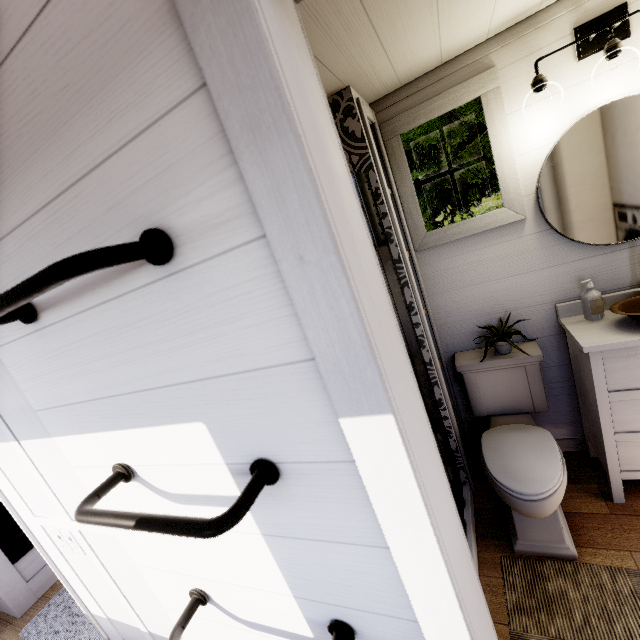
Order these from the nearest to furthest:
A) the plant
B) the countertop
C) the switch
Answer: the switch → the plant → the countertop

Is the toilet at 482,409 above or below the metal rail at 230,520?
below

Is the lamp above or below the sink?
above

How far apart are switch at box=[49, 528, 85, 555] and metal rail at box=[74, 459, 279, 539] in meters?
0.7

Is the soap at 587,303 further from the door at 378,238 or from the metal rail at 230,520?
the metal rail at 230,520

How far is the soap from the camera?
1.72m

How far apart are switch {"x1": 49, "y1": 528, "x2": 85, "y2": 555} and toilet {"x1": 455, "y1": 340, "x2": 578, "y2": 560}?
2.0 meters

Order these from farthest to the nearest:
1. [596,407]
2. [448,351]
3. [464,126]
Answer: [464,126], [448,351], [596,407]
